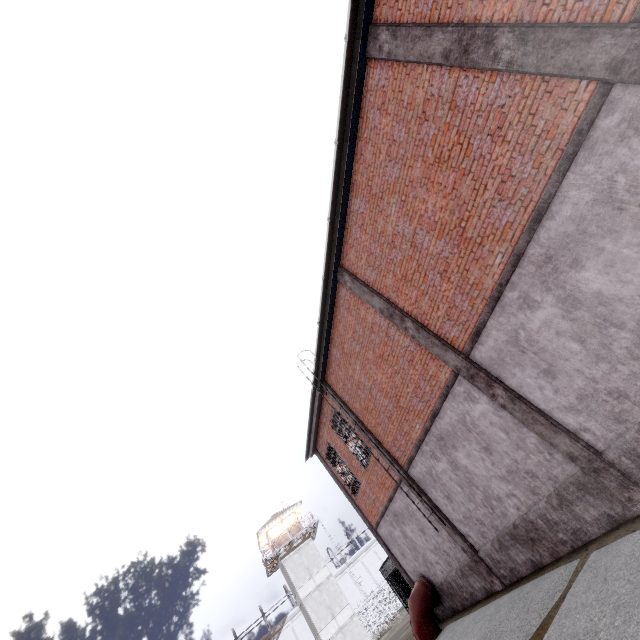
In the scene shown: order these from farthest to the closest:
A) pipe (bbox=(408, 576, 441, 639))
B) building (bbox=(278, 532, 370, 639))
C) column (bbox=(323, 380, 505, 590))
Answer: building (bbox=(278, 532, 370, 639)) < pipe (bbox=(408, 576, 441, 639)) < column (bbox=(323, 380, 505, 590))

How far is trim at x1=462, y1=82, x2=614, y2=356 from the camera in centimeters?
457cm

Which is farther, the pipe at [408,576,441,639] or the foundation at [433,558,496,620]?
the pipe at [408,576,441,639]

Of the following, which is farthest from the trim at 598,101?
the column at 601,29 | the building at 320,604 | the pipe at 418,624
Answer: the building at 320,604

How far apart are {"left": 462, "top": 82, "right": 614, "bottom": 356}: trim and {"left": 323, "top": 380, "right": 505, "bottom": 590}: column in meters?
5.9 m

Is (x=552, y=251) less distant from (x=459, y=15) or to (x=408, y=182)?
(x=408, y=182)

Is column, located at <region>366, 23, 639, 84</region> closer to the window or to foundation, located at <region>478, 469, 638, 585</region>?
the window

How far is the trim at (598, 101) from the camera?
4.57m
